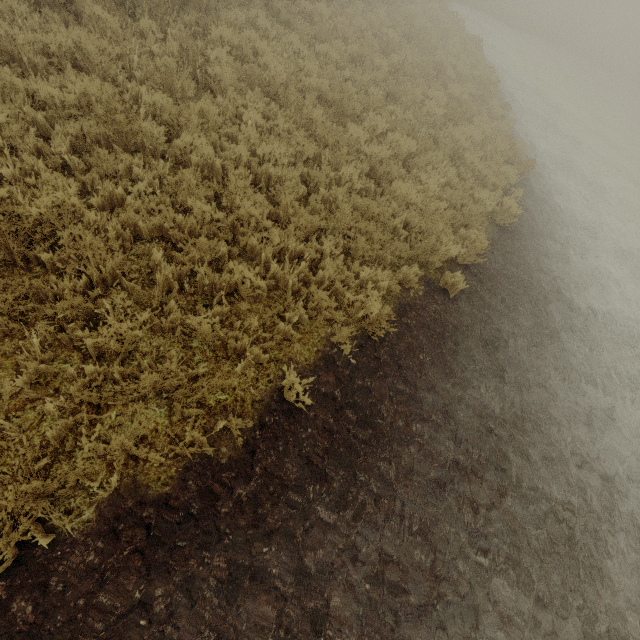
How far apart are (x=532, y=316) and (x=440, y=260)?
2.6 meters
